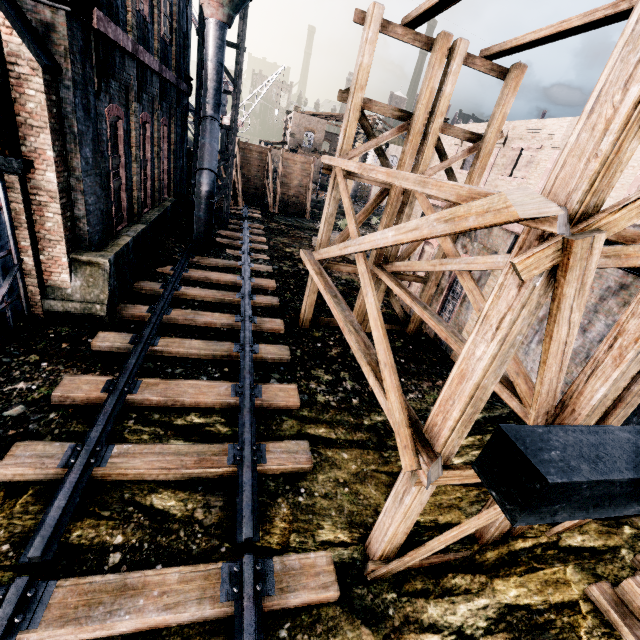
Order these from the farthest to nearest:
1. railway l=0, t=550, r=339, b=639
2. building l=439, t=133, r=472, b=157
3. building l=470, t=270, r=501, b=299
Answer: building l=439, t=133, r=472, b=157
building l=470, t=270, r=501, b=299
railway l=0, t=550, r=339, b=639

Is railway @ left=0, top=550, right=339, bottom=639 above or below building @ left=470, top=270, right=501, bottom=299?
below

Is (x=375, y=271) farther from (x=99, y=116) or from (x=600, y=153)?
(x=99, y=116)

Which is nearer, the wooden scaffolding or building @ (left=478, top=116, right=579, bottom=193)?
the wooden scaffolding

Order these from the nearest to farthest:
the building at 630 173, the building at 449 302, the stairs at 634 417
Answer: the stairs at 634 417
the building at 449 302
the building at 630 173

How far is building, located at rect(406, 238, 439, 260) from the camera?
14.5 meters

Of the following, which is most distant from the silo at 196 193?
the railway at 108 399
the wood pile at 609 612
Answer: the wood pile at 609 612

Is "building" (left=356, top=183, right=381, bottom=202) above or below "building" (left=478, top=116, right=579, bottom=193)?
below
